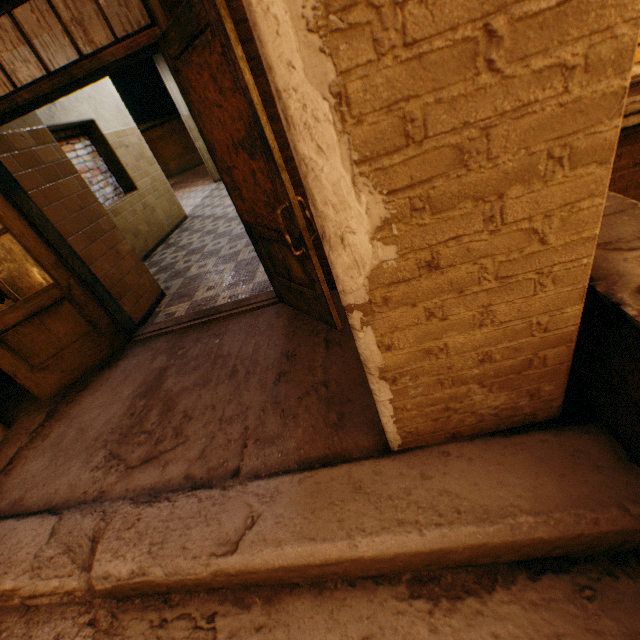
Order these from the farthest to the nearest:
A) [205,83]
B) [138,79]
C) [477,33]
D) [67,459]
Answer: [138,79] → [67,459] → [205,83] → [477,33]

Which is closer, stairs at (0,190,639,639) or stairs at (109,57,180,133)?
stairs at (0,190,639,639)

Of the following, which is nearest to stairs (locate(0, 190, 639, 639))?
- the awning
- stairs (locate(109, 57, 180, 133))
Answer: the awning

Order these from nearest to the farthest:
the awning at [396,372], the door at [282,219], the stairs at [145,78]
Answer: the awning at [396,372] → the door at [282,219] → the stairs at [145,78]

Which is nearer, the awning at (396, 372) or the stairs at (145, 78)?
the awning at (396, 372)

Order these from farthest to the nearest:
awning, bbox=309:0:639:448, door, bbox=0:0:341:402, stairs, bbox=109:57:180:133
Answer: stairs, bbox=109:57:180:133 < door, bbox=0:0:341:402 < awning, bbox=309:0:639:448

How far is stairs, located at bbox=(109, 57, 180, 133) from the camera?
9.83m

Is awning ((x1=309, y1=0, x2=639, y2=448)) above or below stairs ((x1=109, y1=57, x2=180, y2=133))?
below
